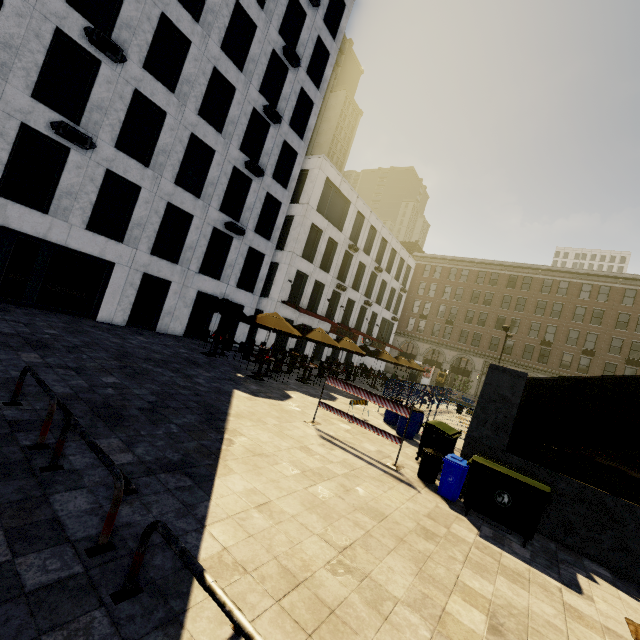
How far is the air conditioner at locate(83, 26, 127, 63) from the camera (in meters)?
12.65

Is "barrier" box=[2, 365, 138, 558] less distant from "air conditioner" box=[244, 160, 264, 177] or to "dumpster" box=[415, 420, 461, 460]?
"dumpster" box=[415, 420, 461, 460]

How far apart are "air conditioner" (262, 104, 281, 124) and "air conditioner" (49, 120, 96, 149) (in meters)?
10.36

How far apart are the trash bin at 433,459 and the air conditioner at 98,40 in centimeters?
1897cm

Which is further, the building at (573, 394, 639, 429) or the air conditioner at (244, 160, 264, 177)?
the building at (573, 394, 639, 429)

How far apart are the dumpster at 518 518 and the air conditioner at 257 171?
19.09m

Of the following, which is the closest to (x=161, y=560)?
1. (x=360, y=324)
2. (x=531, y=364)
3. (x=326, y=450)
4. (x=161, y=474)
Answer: (x=161, y=474)

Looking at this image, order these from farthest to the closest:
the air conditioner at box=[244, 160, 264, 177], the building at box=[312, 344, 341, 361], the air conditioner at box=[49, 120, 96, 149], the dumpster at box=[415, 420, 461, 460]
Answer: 1. the building at box=[312, 344, 341, 361]
2. the air conditioner at box=[244, 160, 264, 177]
3. the air conditioner at box=[49, 120, 96, 149]
4. the dumpster at box=[415, 420, 461, 460]
